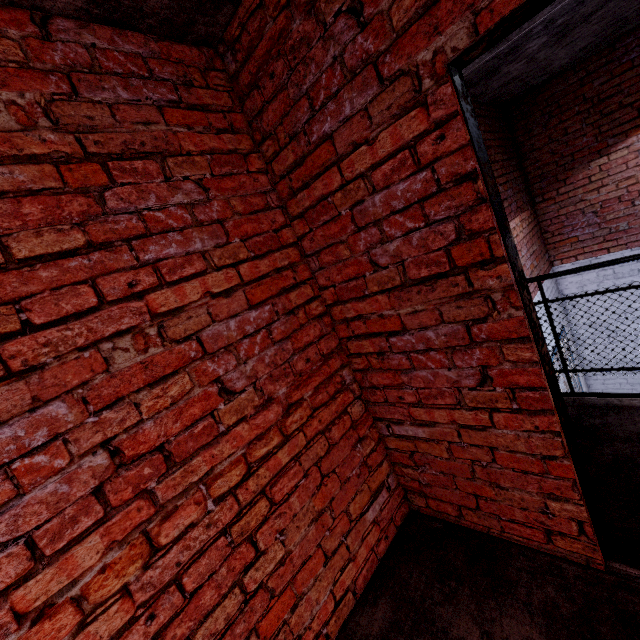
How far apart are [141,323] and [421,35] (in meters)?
1.45
